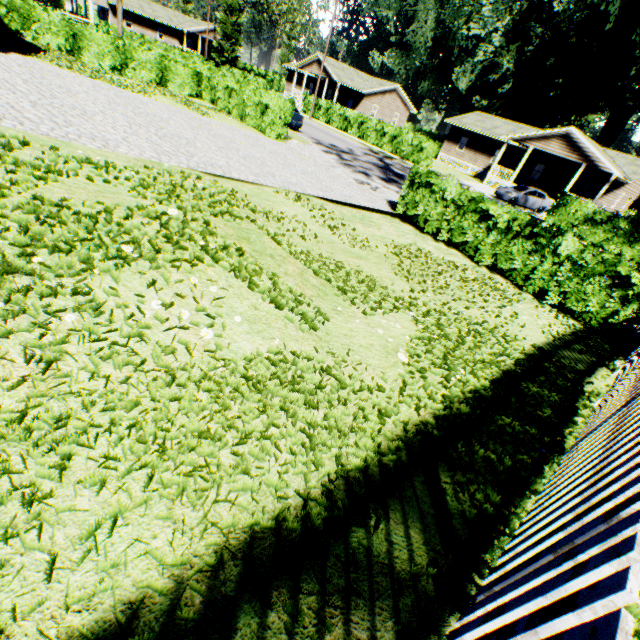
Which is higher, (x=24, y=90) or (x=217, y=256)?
(x=217, y=256)

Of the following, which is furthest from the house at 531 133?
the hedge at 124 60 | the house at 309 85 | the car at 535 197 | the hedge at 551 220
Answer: the hedge at 124 60

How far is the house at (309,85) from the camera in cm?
4331

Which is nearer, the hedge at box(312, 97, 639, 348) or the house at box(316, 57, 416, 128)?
the hedge at box(312, 97, 639, 348)

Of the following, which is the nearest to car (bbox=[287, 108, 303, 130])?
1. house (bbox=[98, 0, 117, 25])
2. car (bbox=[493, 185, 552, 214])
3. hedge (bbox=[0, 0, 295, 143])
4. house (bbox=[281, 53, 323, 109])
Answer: hedge (bbox=[0, 0, 295, 143])

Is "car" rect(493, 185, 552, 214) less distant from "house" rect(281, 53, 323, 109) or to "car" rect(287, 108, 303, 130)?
"car" rect(287, 108, 303, 130)

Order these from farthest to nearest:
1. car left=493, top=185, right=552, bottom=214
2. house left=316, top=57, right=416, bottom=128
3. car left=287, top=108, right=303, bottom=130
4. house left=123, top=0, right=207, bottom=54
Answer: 1. house left=123, top=0, right=207, bottom=54
2. house left=316, top=57, right=416, bottom=128
3. car left=493, top=185, right=552, bottom=214
4. car left=287, top=108, right=303, bottom=130

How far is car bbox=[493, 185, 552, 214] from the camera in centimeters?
2616cm
